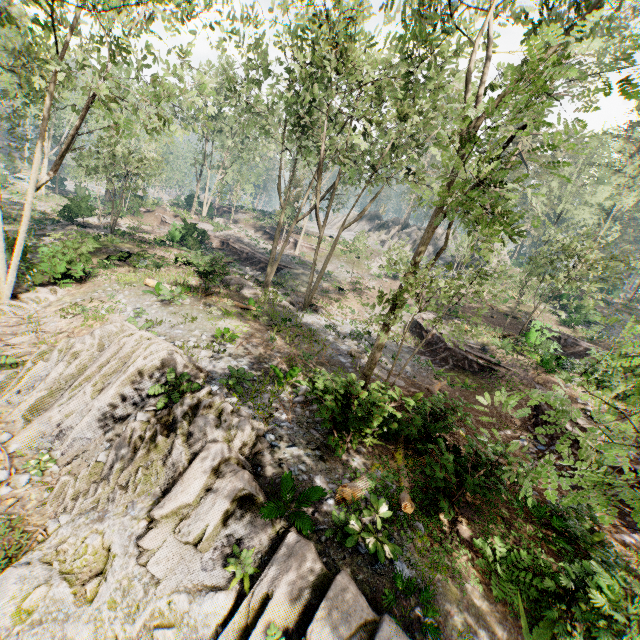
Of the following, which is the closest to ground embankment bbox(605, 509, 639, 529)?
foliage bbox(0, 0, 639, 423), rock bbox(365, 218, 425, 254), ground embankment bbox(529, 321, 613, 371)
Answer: foliage bbox(0, 0, 639, 423)

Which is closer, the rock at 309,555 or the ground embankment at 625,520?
the rock at 309,555

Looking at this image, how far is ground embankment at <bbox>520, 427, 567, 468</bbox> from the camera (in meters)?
13.56

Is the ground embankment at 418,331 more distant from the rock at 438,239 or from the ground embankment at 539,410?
the rock at 438,239

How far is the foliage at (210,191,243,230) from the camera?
43.47m

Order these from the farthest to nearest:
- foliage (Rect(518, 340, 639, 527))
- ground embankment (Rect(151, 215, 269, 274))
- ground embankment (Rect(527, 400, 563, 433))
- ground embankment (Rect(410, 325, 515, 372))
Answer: ground embankment (Rect(151, 215, 269, 274))
ground embankment (Rect(410, 325, 515, 372))
ground embankment (Rect(527, 400, 563, 433))
foliage (Rect(518, 340, 639, 527))

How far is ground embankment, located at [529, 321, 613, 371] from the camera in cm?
1803

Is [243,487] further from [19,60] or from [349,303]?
[19,60]
